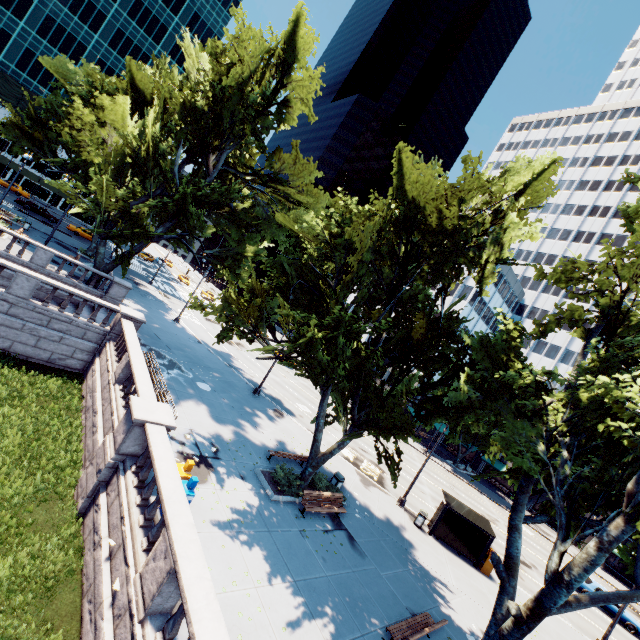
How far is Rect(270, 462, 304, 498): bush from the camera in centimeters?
1487cm

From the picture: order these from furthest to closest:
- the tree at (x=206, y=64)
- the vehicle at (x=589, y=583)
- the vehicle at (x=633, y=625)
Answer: the vehicle at (x=589, y=583)
the vehicle at (x=633, y=625)
the tree at (x=206, y=64)

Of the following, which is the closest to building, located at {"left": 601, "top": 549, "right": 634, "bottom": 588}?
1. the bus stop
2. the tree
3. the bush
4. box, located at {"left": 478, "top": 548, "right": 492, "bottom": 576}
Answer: the tree

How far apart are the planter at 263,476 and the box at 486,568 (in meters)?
A: 13.05

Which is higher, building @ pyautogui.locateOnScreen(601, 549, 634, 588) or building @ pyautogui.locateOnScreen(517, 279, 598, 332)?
building @ pyautogui.locateOnScreen(517, 279, 598, 332)

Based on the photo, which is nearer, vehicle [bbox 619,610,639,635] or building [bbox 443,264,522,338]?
vehicle [bbox 619,610,639,635]

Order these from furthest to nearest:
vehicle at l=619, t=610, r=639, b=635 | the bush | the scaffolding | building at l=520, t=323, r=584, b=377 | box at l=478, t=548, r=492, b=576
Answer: building at l=520, t=323, r=584, b=377 → the scaffolding → vehicle at l=619, t=610, r=639, b=635 → box at l=478, t=548, r=492, b=576 → the bush

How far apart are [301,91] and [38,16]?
63.2 meters
